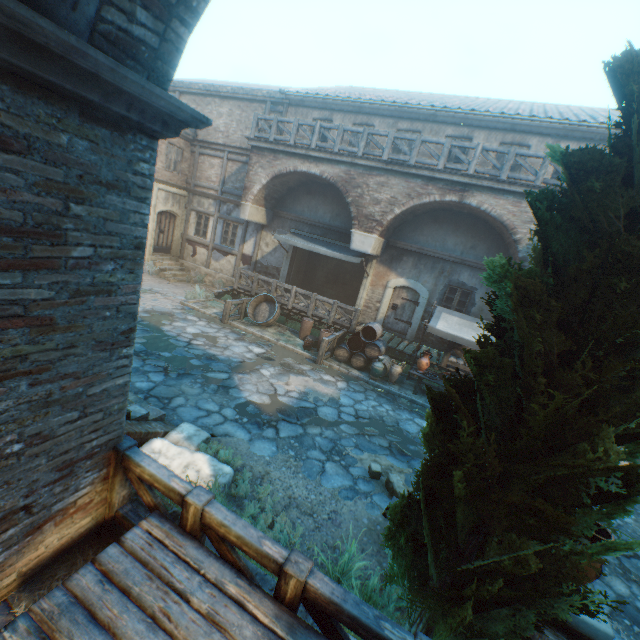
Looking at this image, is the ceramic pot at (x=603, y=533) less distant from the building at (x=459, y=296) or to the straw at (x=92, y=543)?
the straw at (x=92, y=543)

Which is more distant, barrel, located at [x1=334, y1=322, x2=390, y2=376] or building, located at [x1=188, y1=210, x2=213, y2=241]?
building, located at [x1=188, y1=210, x2=213, y2=241]

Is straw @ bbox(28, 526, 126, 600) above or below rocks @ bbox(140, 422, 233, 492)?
above

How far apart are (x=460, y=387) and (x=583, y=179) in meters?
1.8 m

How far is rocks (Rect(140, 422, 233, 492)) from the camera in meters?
5.1 m

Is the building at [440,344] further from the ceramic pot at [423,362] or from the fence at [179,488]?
the fence at [179,488]

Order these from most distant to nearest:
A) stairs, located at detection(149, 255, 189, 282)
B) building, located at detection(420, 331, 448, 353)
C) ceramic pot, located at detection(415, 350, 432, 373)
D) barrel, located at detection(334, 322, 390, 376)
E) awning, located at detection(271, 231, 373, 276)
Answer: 1. stairs, located at detection(149, 255, 189, 282)
2. building, located at detection(420, 331, 448, 353)
3. awning, located at detection(271, 231, 373, 276)
4. barrel, located at detection(334, 322, 390, 376)
5. ceramic pot, located at detection(415, 350, 432, 373)

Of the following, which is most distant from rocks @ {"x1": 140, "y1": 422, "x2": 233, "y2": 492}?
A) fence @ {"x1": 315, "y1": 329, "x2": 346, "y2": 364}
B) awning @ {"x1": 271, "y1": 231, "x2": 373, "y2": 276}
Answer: awning @ {"x1": 271, "y1": 231, "x2": 373, "y2": 276}
